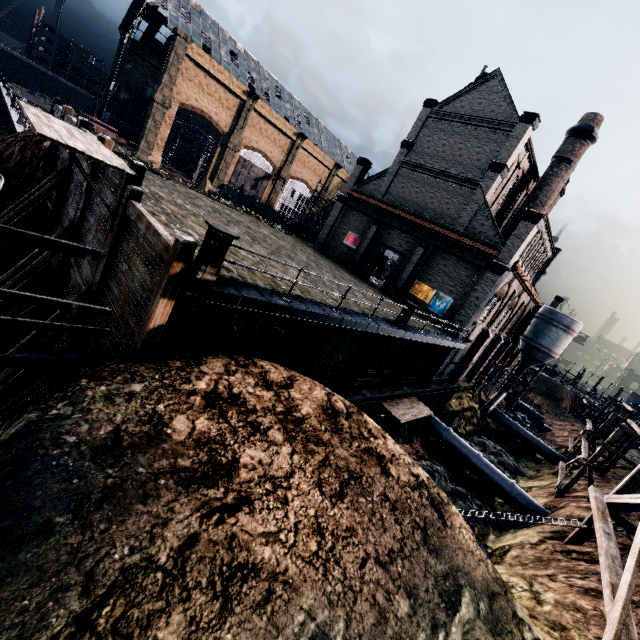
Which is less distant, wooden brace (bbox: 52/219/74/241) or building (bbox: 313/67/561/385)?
wooden brace (bbox: 52/219/74/241)

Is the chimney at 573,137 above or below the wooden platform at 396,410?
above

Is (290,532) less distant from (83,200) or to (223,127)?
(83,200)

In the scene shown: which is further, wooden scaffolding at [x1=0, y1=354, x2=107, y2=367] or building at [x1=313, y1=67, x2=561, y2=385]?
building at [x1=313, y1=67, x2=561, y2=385]

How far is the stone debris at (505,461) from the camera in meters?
32.9

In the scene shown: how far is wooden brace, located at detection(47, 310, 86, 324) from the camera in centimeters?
1162cm

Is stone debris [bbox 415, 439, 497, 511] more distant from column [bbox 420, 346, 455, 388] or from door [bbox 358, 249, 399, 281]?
door [bbox 358, 249, 399, 281]

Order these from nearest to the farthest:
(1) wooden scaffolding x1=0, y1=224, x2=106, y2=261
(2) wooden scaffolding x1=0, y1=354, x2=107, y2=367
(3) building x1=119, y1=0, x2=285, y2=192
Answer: (1) wooden scaffolding x1=0, y1=224, x2=106, y2=261, (2) wooden scaffolding x1=0, y1=354, x2=107, y2=367, (3) building x1=119, y1=0, x2=285, y2=192
